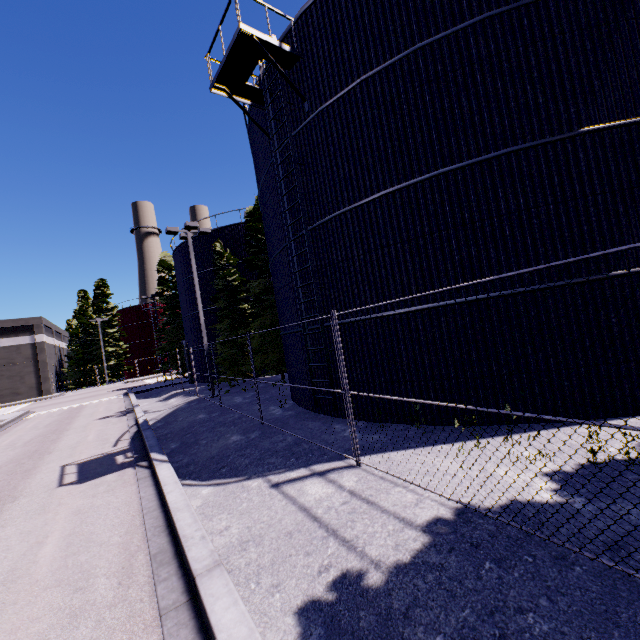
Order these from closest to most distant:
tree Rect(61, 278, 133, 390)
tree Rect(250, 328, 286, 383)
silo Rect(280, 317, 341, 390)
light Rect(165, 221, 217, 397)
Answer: silo Rect(280, 317, 341, 390) < light Rect(165, 221, 217, 397) < tree Rect(250, 328, 286, 383) < tree Rect(61, 278, 133, 390)

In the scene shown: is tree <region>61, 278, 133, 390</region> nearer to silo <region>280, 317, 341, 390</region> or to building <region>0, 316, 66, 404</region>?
building <region>0, 316, 66, 404</region>

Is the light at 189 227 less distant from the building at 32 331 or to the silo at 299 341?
the silo at 299 341

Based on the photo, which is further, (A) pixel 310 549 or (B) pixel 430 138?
(B) pixel 430 138

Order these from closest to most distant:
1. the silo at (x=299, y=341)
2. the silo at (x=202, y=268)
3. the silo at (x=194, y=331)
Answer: the silo at (x=299, y=341) → the silo at (x=202, y=268) → the silo at (x=194, y=331)

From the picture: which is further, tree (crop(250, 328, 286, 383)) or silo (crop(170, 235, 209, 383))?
silo (crop(170, 235, 209, 383))

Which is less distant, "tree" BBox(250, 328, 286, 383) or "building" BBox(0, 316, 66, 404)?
"tree" BBox(250, 328, 286, 383)

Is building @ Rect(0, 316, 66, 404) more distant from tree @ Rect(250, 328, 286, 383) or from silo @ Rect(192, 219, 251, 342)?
tree @ Rect(250, 328, 286, 383)
